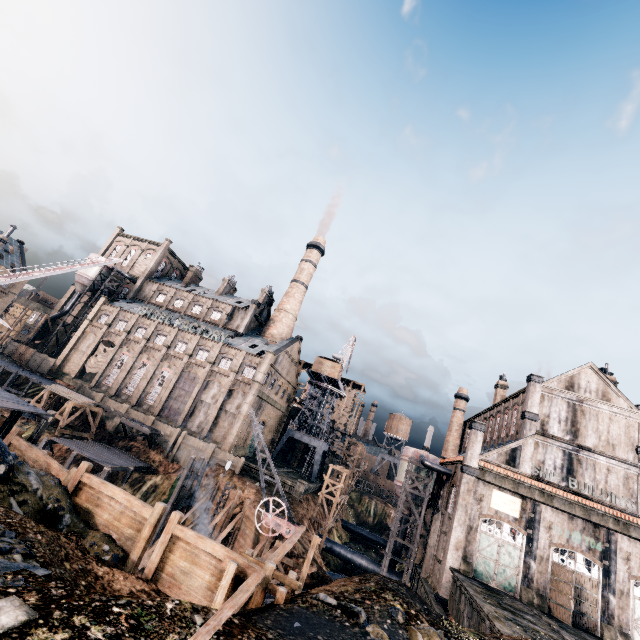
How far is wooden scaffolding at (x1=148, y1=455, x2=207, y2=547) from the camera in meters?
30.6

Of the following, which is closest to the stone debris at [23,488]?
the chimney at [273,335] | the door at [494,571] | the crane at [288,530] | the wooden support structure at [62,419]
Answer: the crane at [288,530]

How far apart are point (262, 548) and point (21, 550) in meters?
18.5 m

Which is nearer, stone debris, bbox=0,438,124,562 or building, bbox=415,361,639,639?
stone debris, bbox=0,438,124,562

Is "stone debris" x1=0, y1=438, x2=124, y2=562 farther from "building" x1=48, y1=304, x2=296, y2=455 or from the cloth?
the cloth

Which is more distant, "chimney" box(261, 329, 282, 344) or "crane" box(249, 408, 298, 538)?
"chimney" box(261, 329, 282, 344)

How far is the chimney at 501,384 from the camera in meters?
48.6 m

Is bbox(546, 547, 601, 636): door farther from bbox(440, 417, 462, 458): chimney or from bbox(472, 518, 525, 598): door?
bbox(440, 417, 462, 458): chimney
